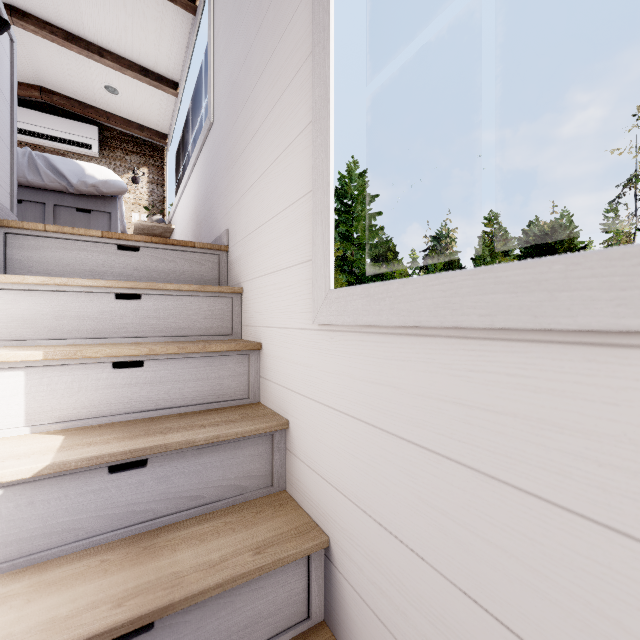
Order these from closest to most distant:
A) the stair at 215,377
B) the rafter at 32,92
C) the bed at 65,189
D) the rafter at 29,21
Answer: the stair at 215,377 → the bed at 65,189 → the rafter at 29,21 → the rafter at 32,92

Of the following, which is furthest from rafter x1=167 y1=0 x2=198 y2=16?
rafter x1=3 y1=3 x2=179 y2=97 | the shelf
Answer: the shelf

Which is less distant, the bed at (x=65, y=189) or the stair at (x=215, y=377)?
the stair at (x=215, y=377)

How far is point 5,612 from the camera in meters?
0.7

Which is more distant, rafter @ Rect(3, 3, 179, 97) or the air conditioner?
the air conditioner

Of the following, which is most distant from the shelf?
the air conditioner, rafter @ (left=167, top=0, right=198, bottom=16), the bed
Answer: rafter @ (left=167, top=0, right=198, bottom=16)

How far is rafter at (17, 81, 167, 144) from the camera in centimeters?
380cm

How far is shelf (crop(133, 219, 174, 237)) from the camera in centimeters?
386cm
